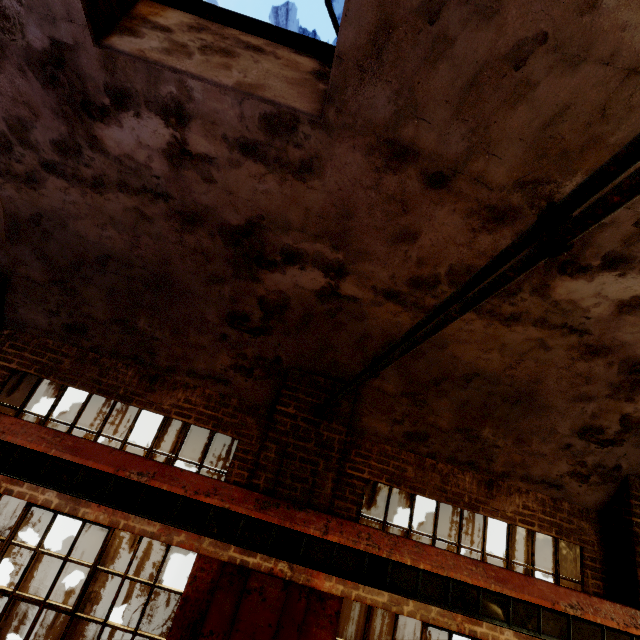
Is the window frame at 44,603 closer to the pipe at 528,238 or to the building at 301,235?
the building at 301,235

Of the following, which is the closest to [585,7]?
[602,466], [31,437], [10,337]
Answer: [602,466]

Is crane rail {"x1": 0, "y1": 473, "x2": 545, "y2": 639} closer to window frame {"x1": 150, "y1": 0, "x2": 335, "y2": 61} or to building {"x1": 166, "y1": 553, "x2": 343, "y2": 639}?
building {"x1": 166, "y1": 553, "x2": 343, "y2": 639}

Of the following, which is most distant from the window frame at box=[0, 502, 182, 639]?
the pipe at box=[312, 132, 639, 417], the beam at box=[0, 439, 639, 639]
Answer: the pipe at box=[312, 132, 639, 417]

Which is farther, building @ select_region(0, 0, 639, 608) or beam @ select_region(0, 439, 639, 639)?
beam @ select_region(0, 439, 639, 639)

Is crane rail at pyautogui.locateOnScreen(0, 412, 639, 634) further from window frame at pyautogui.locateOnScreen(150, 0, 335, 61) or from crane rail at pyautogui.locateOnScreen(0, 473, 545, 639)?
window frame at pyautogui.locateOnScreen(150, 0, 335, 61)

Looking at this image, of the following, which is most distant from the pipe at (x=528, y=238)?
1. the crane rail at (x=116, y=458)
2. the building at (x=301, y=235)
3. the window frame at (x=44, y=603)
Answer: the window frame at (x=44, y=603)

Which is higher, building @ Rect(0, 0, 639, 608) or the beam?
building @ Rect(0, 0, 639, 608)
